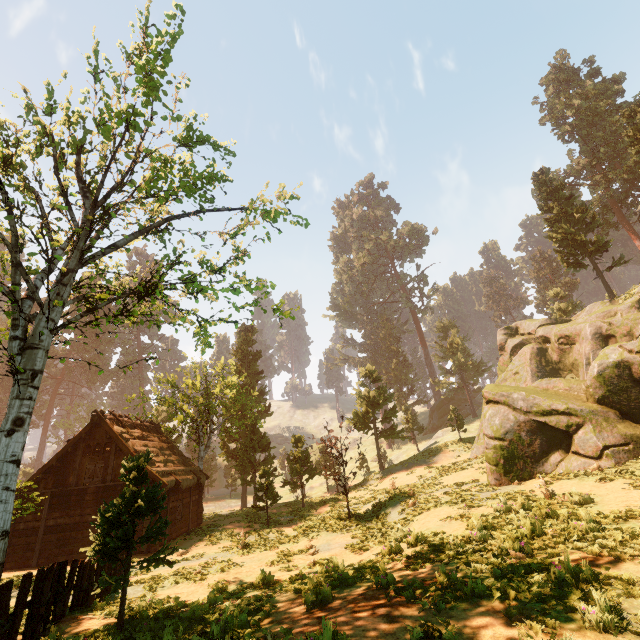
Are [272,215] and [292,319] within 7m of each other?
yes

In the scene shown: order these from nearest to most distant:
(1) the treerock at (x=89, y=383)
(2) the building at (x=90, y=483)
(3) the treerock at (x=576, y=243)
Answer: (1) the treerock at (x=89, y=383), (2) the building at (x=90, y=483), (3) the treerock at (x=576, y=243)

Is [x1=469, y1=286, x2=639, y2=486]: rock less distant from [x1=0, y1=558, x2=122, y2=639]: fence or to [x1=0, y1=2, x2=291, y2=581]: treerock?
[x1=0, y1=2, x2=291, y2=581]: treerock

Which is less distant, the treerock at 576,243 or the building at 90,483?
the building at 90,483

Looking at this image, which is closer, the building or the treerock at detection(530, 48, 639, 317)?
the building

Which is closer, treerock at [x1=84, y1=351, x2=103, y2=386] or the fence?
the fence

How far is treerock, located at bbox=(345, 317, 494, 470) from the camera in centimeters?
3409cm
